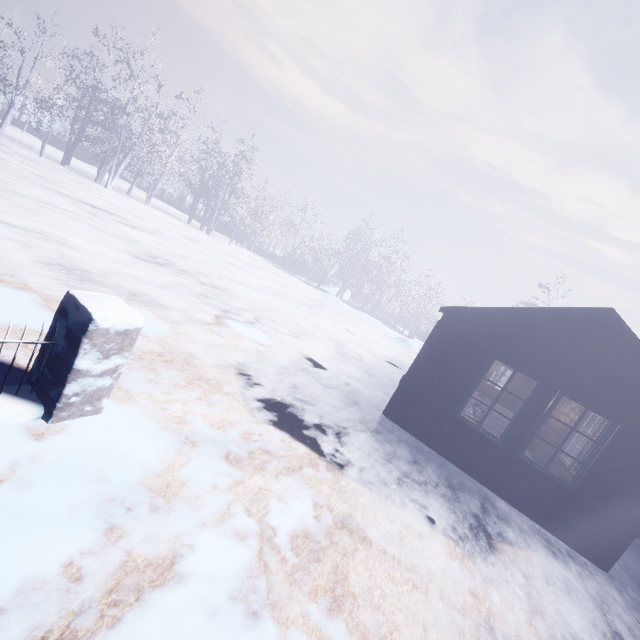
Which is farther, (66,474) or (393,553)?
(393,553)
